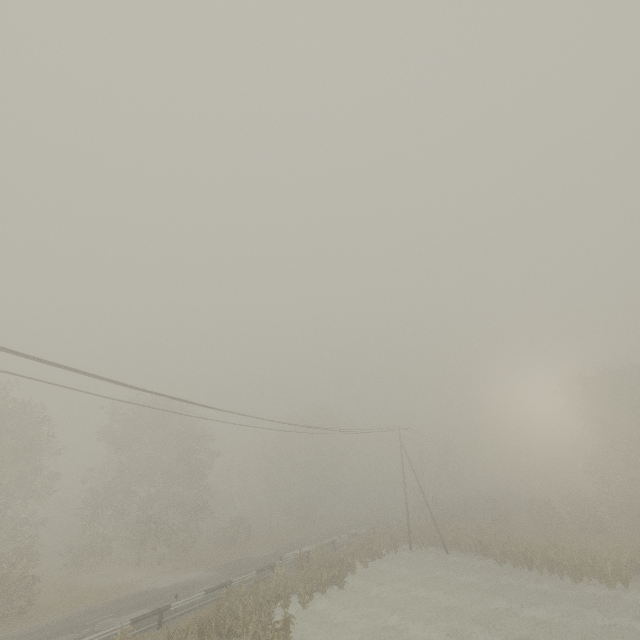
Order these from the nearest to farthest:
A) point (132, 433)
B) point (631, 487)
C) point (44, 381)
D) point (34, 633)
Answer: point (44, 381) < point (34, 633) < point (132, 433) < point (631, 487)

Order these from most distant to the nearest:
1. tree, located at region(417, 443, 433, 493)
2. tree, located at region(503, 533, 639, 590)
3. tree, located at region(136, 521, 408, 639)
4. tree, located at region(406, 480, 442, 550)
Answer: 1. tree, located at region(417, 443, 433, 493)
2. tree, located at region(406, 480, 442, 550)
3. tree, located at region(503, 533, 639, 590)
4. tree, located at region(136, 521, 408, 639)

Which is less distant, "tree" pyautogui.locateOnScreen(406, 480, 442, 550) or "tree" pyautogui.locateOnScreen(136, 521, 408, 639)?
"tree" pyautogui.locateOnScreen(136, 521, 408, 639)

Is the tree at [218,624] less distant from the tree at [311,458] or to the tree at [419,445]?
the tree at [419,445]

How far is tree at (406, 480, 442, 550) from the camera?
34.22m
